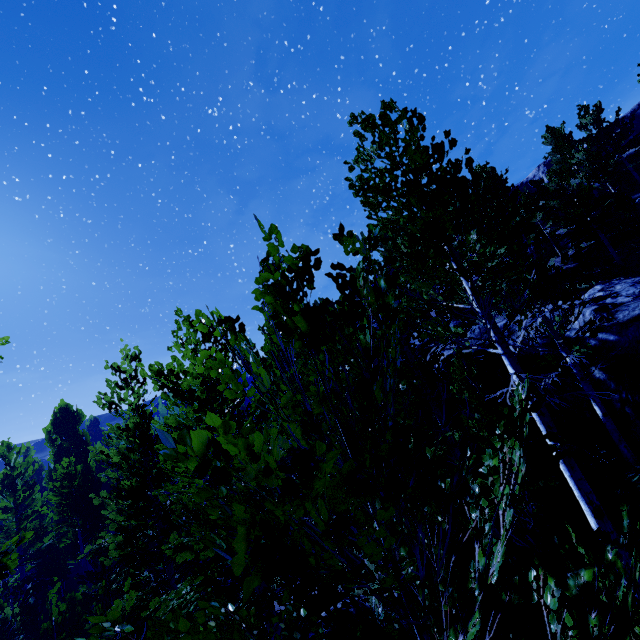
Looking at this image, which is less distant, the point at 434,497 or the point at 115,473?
the point at 434,497

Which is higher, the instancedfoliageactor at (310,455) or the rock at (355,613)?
the instancedfoliageactor at (310,455)

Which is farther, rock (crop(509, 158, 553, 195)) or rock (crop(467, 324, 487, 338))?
rock (crop(509, 158, 553, 195))

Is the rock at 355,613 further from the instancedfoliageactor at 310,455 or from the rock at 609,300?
the rock at 609,300

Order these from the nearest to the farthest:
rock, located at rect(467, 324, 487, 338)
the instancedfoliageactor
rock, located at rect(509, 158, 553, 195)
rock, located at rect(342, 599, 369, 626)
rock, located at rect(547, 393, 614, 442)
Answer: the instancedfoliageactor, rock, located at rect(342, 599, 369, 626), rock, located at rect(547, 393, 614, 442), rock, located at rect(467, 324, 487, 338), rock, located at rect(509, 158, 553, 195)

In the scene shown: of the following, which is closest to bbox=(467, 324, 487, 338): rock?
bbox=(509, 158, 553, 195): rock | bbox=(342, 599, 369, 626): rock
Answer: bbox=(342, 599, 369, 626): rock

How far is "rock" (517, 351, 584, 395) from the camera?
10.15m
